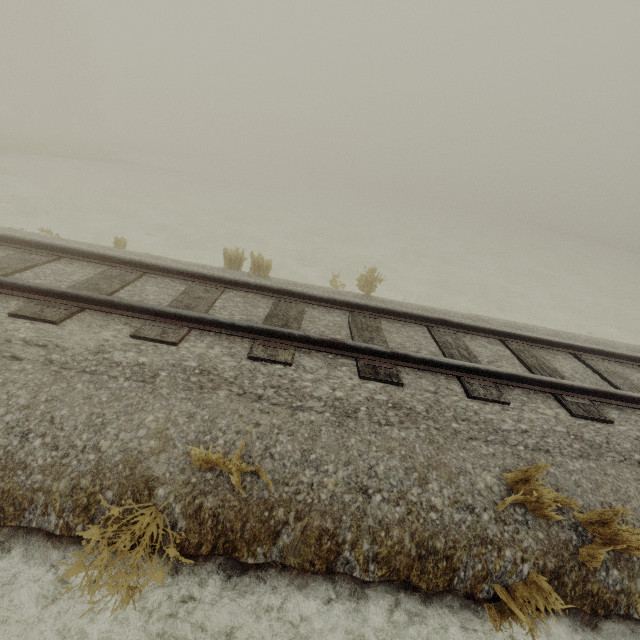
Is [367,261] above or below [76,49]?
below
